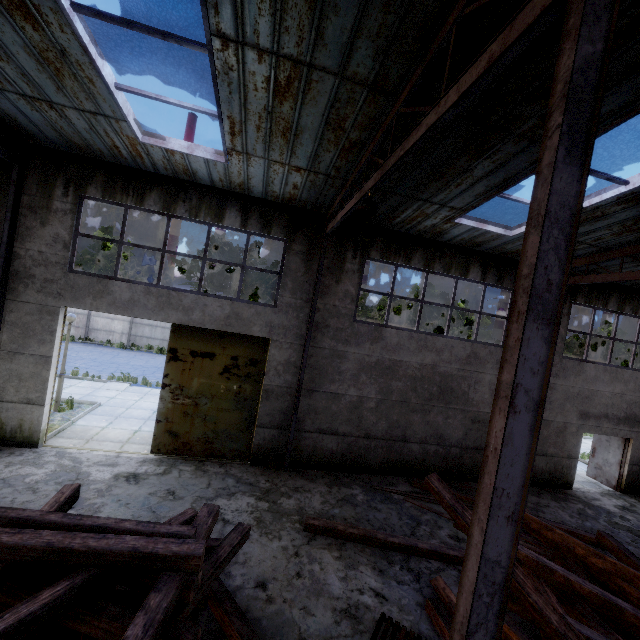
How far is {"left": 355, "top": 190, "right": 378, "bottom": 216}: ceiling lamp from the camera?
5.6m

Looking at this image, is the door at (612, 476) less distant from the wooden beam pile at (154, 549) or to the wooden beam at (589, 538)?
the wooden beam at (589, 538)

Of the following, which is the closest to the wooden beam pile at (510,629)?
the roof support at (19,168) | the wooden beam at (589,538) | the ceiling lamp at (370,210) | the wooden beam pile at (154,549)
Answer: the wooden beam at (589,538)

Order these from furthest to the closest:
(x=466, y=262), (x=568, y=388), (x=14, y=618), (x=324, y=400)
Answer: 1. (x=568, y=388)
2. (x=466, y=262)
3. (x=324, y=400)
4. (x=14, y=618)

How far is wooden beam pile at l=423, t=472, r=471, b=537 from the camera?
5.17m

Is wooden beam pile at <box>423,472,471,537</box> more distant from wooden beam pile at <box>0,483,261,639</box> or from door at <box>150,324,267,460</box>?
door at <box>150,324,267,460</box>

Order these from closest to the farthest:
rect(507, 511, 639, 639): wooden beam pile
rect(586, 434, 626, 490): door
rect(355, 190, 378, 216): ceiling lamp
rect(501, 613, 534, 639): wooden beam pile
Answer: rect(507, 511, 639, 639): wooden beam pile < rect(501, 613, 534, 639): wooden beam pile < rect(355, 190, 378, 216): ceiling lamp < rect(586, 434, 626, 490): door
